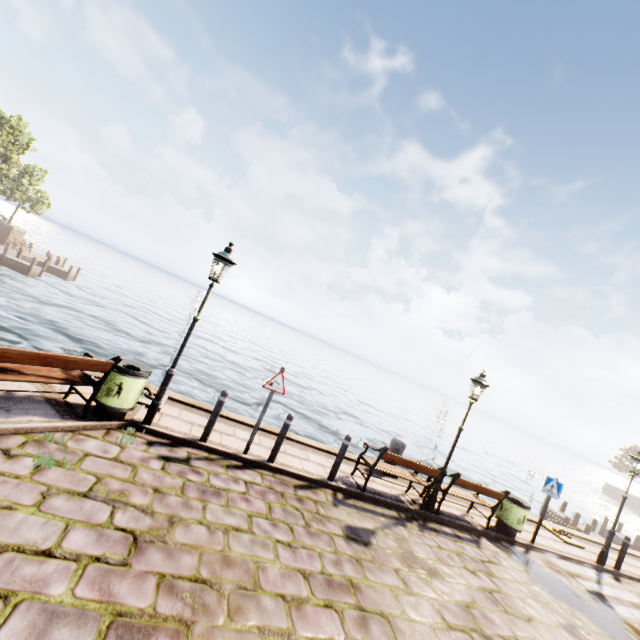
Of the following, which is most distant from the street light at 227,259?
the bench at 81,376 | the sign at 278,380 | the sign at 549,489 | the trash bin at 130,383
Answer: the sign at 549,489

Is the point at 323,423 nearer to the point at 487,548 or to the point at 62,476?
the point at 487,548

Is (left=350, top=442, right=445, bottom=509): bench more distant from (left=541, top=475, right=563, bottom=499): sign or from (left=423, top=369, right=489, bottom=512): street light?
(left=541, top=475, right=563, bottom=499): sign

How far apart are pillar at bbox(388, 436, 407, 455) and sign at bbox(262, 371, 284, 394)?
4.7 meters

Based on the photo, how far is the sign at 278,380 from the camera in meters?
6.8

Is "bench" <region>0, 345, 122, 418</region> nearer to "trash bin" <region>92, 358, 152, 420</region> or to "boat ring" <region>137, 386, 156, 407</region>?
"trash bin" <region>92, 358, 152, 420</region>

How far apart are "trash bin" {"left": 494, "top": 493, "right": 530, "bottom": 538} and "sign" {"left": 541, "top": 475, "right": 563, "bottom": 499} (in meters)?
0.74

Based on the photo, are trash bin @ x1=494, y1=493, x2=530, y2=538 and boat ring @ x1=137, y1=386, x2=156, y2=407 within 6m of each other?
no
